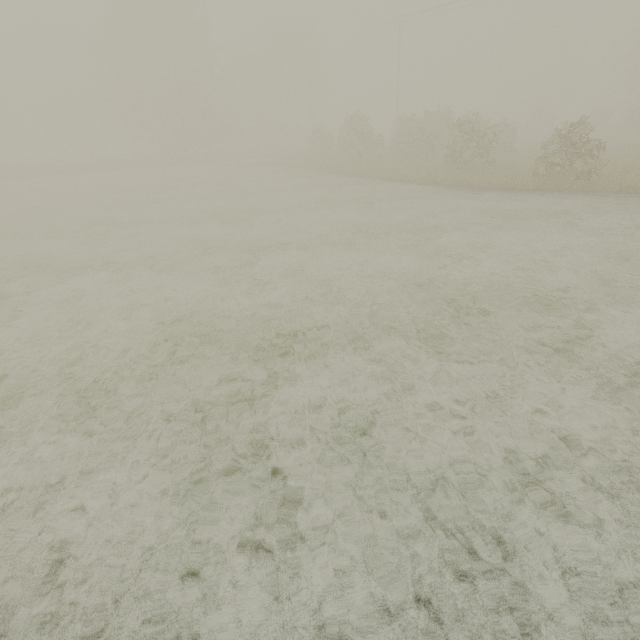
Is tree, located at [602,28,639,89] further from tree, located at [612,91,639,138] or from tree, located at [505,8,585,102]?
tree, located at [505,8,585,102]

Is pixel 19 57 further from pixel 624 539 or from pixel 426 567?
pixel 624 539

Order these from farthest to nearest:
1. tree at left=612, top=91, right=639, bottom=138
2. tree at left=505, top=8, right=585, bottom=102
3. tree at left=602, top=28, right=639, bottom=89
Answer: tree at left=505, top=8, right=585, bottom=102, tree at left=602, top=28, right=639, bottom=89, tree at left=612, top=91, right=639, bottom=138

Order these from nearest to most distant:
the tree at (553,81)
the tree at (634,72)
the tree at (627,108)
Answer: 1. the tree at (627,108)
2. the tree at (634,72)
3. the tree at (553,81)

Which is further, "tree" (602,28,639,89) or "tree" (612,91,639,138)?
"tree" (602,28,639,89)

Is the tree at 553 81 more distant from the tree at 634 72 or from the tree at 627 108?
the tree at 627 108

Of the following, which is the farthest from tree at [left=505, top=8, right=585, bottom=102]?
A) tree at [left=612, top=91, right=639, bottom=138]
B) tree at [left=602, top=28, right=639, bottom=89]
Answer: tree at [left=612, top=91, right=639, bottom=138]

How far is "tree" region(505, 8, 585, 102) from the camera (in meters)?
53.84
